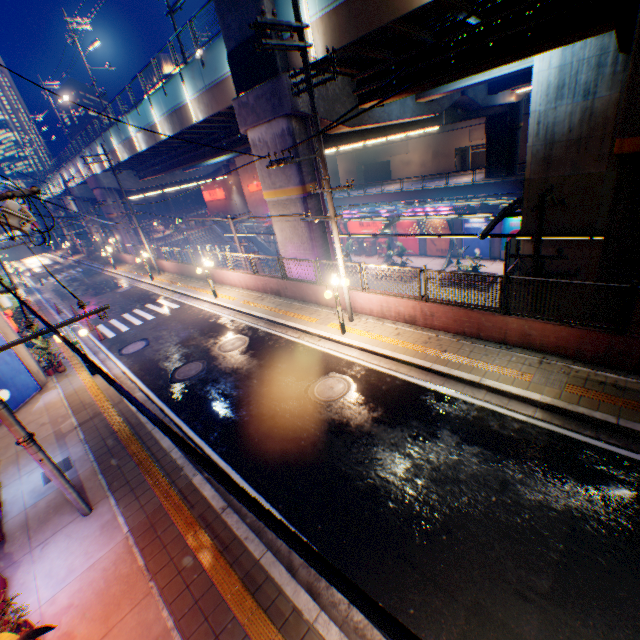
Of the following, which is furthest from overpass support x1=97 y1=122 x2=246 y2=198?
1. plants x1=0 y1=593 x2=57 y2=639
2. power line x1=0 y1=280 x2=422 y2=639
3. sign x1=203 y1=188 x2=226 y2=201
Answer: plants x1=0 y1=593 x2=57 y2=639

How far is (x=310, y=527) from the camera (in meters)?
6.26

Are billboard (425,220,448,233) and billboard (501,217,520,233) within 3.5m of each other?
no

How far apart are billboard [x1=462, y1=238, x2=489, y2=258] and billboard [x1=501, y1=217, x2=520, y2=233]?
0.9 meters

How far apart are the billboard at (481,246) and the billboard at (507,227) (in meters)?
0.89

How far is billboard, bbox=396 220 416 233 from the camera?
35.0m

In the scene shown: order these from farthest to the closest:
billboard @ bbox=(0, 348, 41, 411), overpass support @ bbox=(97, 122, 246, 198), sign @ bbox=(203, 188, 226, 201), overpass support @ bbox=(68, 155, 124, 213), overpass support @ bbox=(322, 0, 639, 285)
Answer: sign @ bbox=(203, 188, 226, 201)
overpass support @ bbox=(68, 155, 124, 213)
overpass support @ bbox=(97, 122, 246, 198)
billboard @ bbox=(0, 348, 41, 411)
overpass support @ bbox=(322, 0, 639, 285)

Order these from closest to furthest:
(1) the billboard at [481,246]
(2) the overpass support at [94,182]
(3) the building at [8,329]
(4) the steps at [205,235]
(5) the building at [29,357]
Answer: (3) the building at [8,329]
(5) the building at [29,357]
(1) the billboard at [481,246]
(2) the overpass support at [94,182]
(4) the steps at [205,235]
